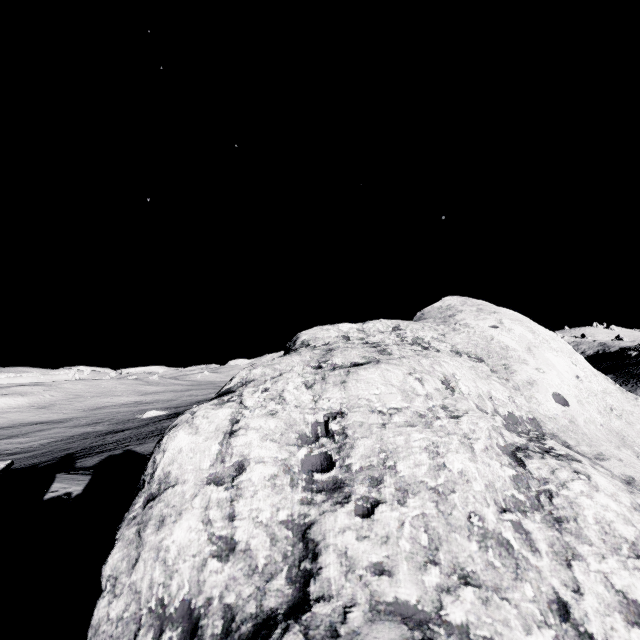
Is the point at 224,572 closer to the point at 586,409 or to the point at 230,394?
the point at 230,394
